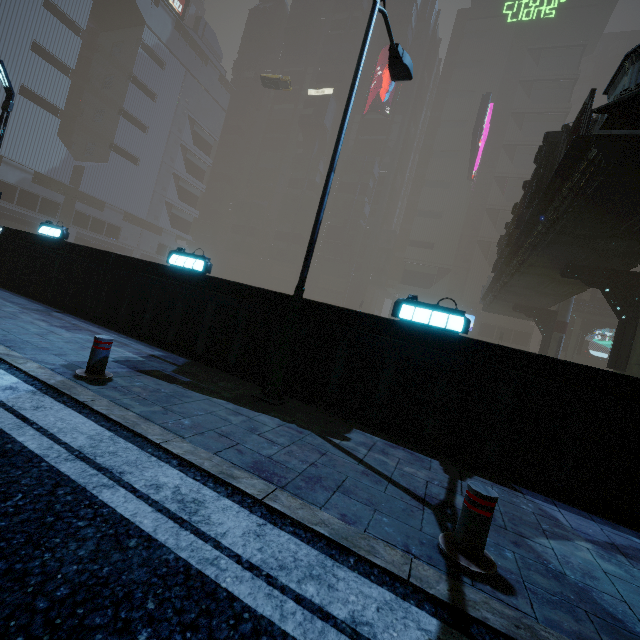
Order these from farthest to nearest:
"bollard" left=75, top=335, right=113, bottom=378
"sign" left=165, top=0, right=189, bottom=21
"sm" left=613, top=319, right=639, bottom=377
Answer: "sign" left=165, top=0, right=189, bottom=21
"sm" left=613, top=319, right=639, bottom=377
"bollard" left=75, top=335, right=113, bottom=378

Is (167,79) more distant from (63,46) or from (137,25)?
(63,46)

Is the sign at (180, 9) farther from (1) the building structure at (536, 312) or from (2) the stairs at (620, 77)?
(1) the building structure at (536, 312)

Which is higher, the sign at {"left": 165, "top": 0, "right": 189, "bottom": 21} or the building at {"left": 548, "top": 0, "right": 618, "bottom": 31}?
the building at {"left": 548, "top": 0, "right": 618, "bottom": 31}

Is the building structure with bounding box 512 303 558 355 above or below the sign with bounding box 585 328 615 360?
below

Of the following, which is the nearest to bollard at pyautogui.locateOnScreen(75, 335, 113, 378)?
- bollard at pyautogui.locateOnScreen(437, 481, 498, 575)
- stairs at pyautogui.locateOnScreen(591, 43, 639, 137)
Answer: bollard at pyautogui.locateOnScreen(437, 481, 498, 575)

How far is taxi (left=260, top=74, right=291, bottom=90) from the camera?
42.5 meters

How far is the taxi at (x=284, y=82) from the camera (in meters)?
42.45
